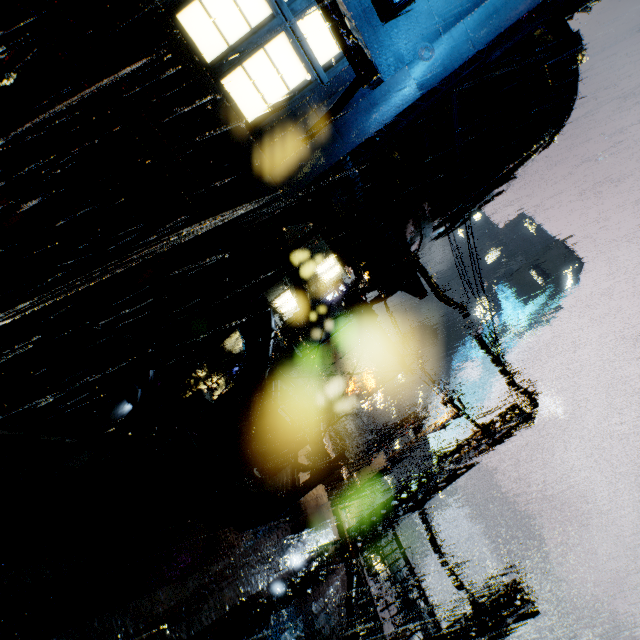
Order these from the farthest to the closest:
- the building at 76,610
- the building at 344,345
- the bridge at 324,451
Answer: the building at 344,345
the bridge at 324,451
the building at 76,610

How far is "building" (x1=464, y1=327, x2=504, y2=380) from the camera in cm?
1280

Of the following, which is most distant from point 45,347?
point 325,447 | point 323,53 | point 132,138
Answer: point 325,447

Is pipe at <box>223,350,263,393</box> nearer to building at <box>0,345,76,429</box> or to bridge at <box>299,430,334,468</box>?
building at <box>0,345,76,429</box>

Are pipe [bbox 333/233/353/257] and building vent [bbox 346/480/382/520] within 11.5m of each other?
no

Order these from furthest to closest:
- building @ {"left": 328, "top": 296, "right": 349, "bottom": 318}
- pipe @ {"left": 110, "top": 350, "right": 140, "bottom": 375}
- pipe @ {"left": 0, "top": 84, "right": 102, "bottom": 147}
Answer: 1. building @ {"left": 328, "top": 296, "right": 349, "bottom": 318}
2. pipe @ {"left": 110, "top": 350, "right": 140, "bottom": 375}
3. pipe @ {"left": 0, "top": 84, "right": 102, "bottom": 147}

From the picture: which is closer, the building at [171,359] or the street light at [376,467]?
the building at [171,359]

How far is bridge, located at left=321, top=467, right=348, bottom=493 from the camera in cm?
1615
